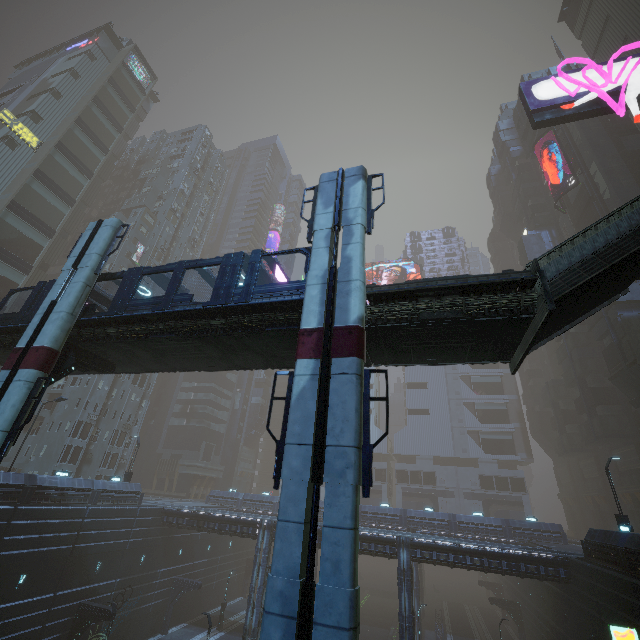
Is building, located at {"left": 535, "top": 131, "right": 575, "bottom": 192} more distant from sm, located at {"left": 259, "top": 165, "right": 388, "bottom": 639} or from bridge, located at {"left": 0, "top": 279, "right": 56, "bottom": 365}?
bridge, located at {"left": 0, "top": 279, "right": 56, "bottom": 365}

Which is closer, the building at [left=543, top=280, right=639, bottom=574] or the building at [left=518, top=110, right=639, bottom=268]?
the building at [left=543, top=280, right=639, bottom=574]

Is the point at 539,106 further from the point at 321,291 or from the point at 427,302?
the point at 321,291

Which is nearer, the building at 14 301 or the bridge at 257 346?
the bridge at 257 346

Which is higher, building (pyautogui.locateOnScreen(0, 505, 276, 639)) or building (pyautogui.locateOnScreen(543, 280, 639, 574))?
building (pyautogui.locateOnScreen(543, 280, 639, 574))

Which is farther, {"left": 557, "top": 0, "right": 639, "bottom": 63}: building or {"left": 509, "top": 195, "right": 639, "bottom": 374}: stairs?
{"left": 557, "top": 0, "right": 639, "bottom": 63}: building

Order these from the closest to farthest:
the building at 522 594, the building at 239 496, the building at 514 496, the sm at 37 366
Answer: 1. the sm at 37 366
2. the building at 522 594
3. the building at 514 496
4. the building at 239 496

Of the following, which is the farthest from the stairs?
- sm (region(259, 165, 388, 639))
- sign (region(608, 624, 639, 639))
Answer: sign (region(608, 624, 639, 639))
